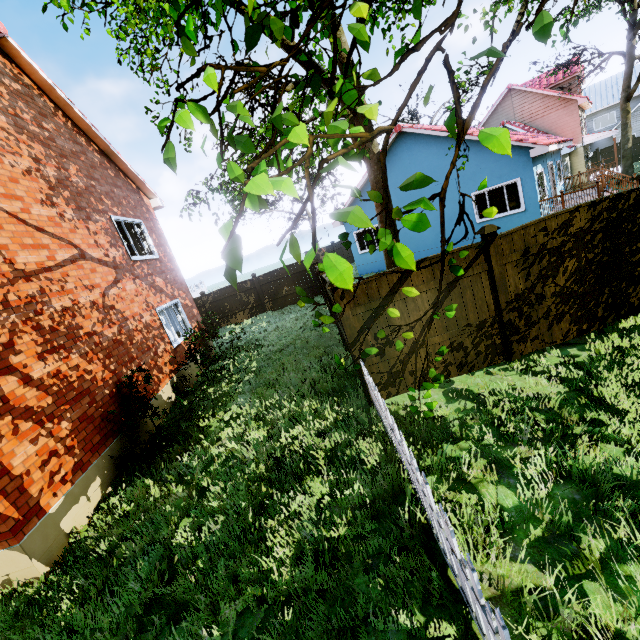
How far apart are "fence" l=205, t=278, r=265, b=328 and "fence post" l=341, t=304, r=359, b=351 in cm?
1320

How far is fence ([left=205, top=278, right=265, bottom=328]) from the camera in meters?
18.4

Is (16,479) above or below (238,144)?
below

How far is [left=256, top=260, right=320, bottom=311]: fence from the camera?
18.3m

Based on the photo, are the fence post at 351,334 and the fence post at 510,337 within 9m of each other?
yes

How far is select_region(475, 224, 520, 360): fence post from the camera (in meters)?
5.53

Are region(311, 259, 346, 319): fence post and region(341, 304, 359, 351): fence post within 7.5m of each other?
yes

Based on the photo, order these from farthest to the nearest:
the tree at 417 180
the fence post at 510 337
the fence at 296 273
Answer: the fence at 296 273 < the fence post at 510 337 < the tree at 417 180
